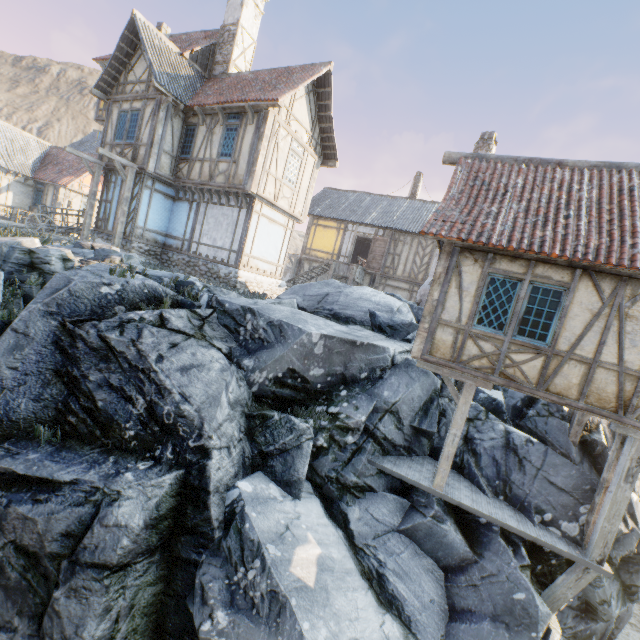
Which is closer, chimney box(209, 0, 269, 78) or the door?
chimney box(209, 0, 269, 78)

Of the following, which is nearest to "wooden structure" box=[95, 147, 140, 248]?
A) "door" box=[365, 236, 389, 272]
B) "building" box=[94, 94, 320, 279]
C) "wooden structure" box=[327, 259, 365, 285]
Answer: "building" box=[94, 94, 320, 279]

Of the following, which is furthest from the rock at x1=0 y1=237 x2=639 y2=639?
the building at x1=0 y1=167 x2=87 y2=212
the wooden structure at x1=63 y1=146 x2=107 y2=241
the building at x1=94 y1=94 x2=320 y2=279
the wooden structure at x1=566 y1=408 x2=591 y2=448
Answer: the wooden structure at x1=63 y1=146 x2=107 y2=241

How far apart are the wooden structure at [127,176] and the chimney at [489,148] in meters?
12.5 m

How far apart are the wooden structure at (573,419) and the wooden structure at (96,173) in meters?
20.0 m

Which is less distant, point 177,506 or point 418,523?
point 177,506

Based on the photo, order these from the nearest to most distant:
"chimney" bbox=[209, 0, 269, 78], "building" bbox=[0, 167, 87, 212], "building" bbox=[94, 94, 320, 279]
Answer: "building" bbox=[94, 94, 320, 279] → "chimney" bbox=[209, 0, 269, 78] → "building" bbox=[0, 167, 87, 212]

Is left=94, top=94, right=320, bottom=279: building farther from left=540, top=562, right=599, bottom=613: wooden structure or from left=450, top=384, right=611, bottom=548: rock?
left=540, top=562, right=599, bottom=613: wooden structure
